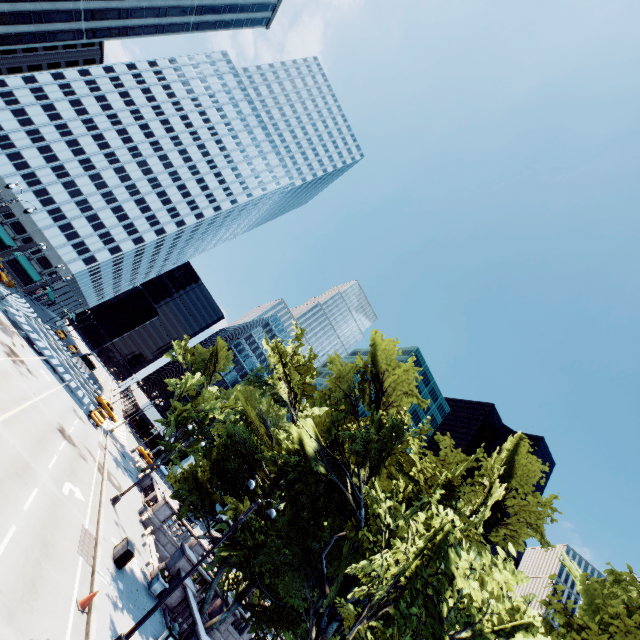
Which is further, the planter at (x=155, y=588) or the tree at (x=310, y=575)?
the planter at (x=155, y=588)

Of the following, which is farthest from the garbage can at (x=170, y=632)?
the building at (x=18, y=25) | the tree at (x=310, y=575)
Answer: the building at (x=18, y=25)

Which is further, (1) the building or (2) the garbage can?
(1) the building

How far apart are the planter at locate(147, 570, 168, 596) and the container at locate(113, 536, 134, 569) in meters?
2.5

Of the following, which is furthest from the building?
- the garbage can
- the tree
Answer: the garbage can

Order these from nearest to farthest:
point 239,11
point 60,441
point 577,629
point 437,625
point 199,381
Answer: point 437,625 < point 577,629 < point 60,441 < point 199,381 < point 239,11

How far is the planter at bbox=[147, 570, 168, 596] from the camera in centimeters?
1878cm

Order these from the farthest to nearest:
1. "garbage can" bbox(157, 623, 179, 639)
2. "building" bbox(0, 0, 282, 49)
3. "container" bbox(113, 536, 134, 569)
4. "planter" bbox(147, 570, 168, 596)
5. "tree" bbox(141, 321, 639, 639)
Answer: "building" bbox(0, 0, 282, 49) → "planter" bbox(147, 570, 168, 596) → "container" bbox(113, 536, 134, 569) → "garbage can" bbox(157, 623, 179, 639) → "tree" bbox(141, 321, 639, 639)
